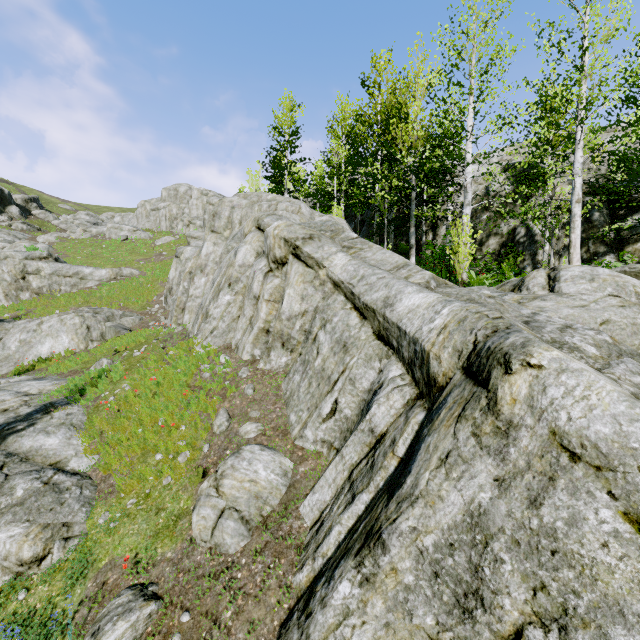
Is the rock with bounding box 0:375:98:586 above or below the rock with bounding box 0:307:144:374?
below

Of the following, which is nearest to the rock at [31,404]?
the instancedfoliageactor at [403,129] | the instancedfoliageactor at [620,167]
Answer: the instancedfoliageactor at [620,167]

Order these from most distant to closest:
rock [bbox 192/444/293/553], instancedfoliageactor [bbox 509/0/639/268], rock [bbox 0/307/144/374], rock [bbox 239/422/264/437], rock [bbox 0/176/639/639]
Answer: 1. rock [bbox 0/307/144/374]
2. instancedfoliageactor [bbox 509/0/639/268]
3. rock [bbox 239/422/264/437]
4. rock [bbox 192/444/293/553]
5. rock [bbox 0/176/639/639]

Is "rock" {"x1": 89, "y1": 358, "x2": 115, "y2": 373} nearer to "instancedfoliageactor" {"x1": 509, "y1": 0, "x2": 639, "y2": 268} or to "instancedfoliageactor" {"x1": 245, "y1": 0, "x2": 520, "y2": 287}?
"instancedfoliageactor" {"x1": 509, "y1": 0, "x2": 639, "y2": 268}

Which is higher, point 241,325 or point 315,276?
point 315,276

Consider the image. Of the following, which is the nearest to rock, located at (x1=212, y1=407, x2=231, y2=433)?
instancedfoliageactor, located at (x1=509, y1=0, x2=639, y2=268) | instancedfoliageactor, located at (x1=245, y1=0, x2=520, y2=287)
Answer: instancedfoliageactor, located at (x1=509, y1=0, x2=639, y2=268)
